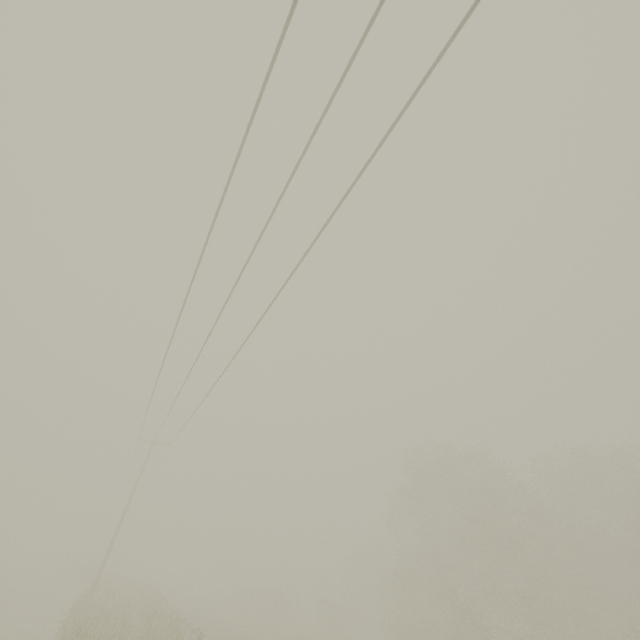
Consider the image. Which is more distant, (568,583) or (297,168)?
(568,583)

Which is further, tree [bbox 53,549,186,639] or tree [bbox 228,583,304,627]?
tree [bbox 228,583,304,627]

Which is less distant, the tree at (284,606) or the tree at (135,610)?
the tree at (135,610)

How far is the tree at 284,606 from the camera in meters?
39.5

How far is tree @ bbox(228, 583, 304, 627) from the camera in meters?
39.5
